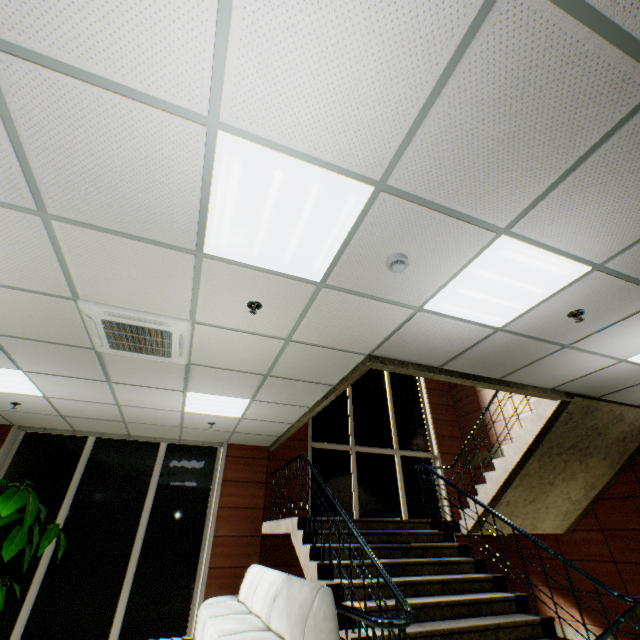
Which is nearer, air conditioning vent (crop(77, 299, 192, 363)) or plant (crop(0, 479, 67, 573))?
air conditioning vent (crop(77, 299, 192, 363))

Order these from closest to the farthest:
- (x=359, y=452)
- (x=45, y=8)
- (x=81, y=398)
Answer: (x=45, y=8)
(x=81, y=398)
(x=359, y=452)

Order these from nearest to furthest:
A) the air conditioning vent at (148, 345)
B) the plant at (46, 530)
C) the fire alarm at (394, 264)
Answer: the fire alarm at (394, 264)
the air conditioning vent at (148, 345)
the plant at (46, 530)

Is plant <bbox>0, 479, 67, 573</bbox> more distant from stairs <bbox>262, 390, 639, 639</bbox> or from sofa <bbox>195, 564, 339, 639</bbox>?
stairs <bbox>262, 390, 639, 639</bbox>

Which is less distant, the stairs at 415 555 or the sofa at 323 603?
the sofa at 323 603

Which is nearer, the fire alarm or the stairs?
the fire alarm

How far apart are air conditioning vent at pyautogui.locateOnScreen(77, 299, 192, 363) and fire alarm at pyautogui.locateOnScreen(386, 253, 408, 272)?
2.01m

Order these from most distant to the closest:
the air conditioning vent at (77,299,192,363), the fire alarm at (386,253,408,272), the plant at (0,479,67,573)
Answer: the plant at (0,479,67,573), the air conditioning vent at (77,299,192,363), the fire alarm at (386,253,408,272)
